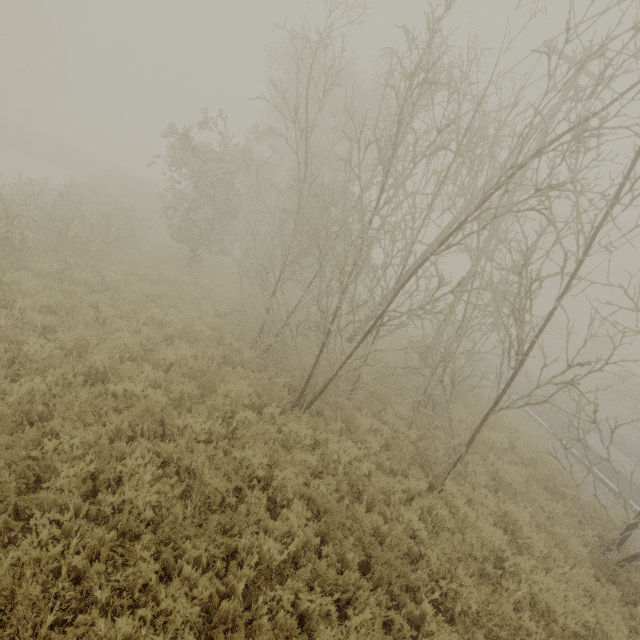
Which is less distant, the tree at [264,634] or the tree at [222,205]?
the tree at [264,634]

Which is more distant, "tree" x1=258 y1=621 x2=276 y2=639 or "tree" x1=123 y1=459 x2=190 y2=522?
"tree" x1=123 y1=459 x2=190 y2=522

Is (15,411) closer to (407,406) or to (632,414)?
(407,406)

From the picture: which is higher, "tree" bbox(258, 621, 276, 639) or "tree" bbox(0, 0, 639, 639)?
"tree" bbox(258, 621, 276, 639)

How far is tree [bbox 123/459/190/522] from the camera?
4.11m

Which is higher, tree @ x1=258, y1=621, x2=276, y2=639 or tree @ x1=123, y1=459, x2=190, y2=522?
tree @ x1=258, y1=621, x2=276, y2=639

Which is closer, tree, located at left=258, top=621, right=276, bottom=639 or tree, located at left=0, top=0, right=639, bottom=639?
tree, located at left=258, top=621, right=276, bottom=639

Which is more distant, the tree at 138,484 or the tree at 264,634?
the tree at 138,484
